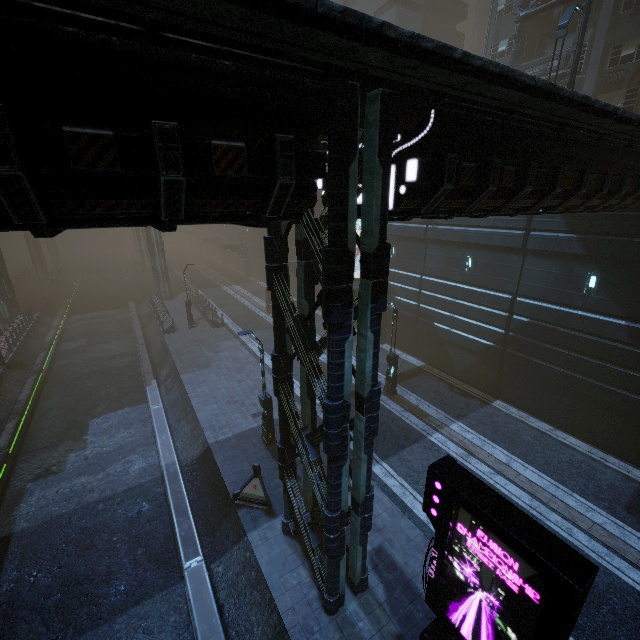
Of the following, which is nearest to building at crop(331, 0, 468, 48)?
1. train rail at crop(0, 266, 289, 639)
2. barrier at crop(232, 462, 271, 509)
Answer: train rail at crop(0, 266, 289, 639)

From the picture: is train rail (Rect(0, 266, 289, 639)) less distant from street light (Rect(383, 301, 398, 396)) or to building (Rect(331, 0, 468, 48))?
building (Rect(331, 0, 468, 48))

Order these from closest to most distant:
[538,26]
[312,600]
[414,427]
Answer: [312,600], [414,427], [538,26]

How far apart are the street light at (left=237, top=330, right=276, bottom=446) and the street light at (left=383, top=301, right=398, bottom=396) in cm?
671

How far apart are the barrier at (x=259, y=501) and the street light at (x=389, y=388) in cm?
880

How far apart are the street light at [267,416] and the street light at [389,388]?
6.71m

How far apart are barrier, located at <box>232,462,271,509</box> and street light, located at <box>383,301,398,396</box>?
8.80m

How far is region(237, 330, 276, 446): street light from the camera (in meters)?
13.05
